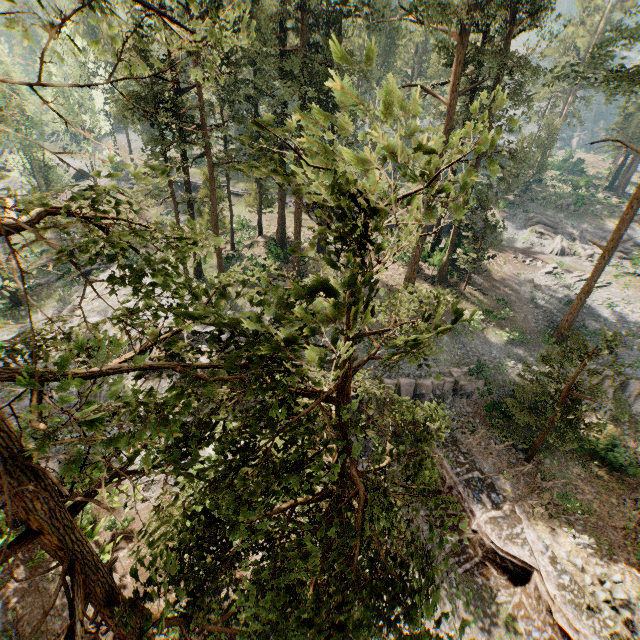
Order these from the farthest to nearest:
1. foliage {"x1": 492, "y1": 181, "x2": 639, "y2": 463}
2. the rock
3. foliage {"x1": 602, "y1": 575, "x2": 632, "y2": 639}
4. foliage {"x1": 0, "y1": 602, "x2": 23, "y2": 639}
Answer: the rock → foliage {"x1": 492, "y1": 181, "x2": 639, "y2": 463} → foliage {"x1": 602, "y1": 575, "x2": 632, "y2": 639} → foliage {"x1": 0, "y1": 602, "x2": 23, "y2": 639}

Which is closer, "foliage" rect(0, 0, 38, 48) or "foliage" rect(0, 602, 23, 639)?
"foliage" rect(0, 0, 38, 48)

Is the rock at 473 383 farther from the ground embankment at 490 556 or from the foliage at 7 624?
the foliage at 7 624

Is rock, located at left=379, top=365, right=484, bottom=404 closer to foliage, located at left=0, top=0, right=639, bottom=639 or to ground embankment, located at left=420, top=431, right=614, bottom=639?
ground embankment, located at left=420, top=431, right=614, bottom=639

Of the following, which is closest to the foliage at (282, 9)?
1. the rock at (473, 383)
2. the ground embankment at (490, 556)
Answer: the ground embankment at (490, 556)

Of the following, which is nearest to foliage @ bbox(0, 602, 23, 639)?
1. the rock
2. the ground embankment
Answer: the ground embankment

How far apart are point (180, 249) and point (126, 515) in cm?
1743
